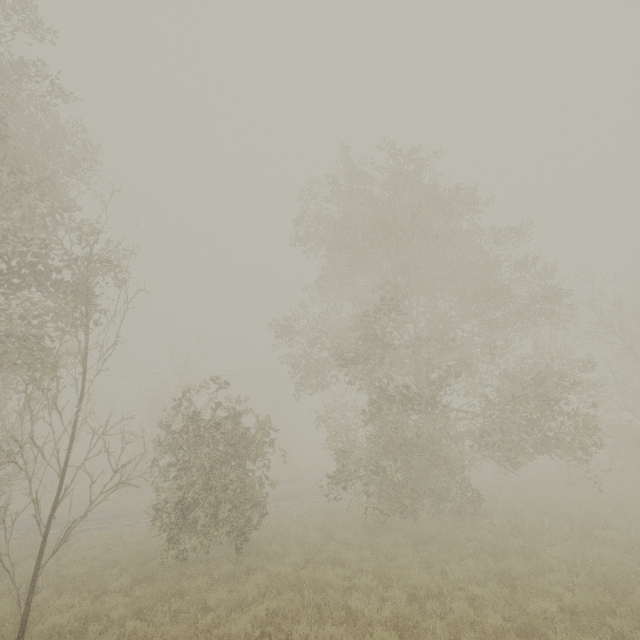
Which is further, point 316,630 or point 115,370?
point 115,370
